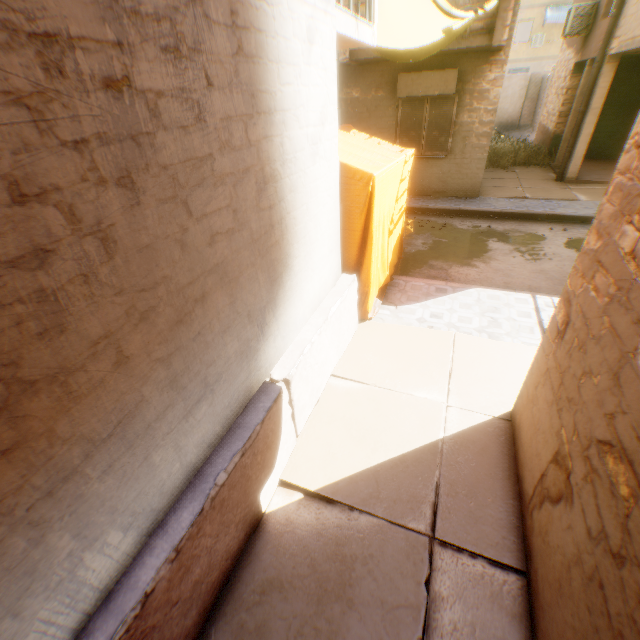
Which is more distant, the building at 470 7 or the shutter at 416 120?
the shutter at 416 120

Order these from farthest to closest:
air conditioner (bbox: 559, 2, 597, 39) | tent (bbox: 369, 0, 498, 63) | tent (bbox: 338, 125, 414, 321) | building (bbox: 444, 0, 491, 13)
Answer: air conditioner (bbox: 559, 2, 597, 39), building (bbox: 444, 0, 491, 13), tent (bbox: 369, 0, 498, 63), tent (bbox: 338, 125, 414, 321)

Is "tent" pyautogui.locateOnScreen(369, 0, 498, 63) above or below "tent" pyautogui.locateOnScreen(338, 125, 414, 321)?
above

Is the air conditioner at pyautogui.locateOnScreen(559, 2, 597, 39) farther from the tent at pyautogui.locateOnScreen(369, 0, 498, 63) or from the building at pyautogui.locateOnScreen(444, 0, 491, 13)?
the tent at pyautogui.locateOnScreen(369, 0, 498, 63)

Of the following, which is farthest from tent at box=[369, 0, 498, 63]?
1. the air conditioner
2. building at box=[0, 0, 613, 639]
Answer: the air conditioner

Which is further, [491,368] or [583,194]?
[583,194]

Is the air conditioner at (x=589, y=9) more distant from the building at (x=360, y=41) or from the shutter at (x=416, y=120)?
the shutter at (x=416, y=120)
